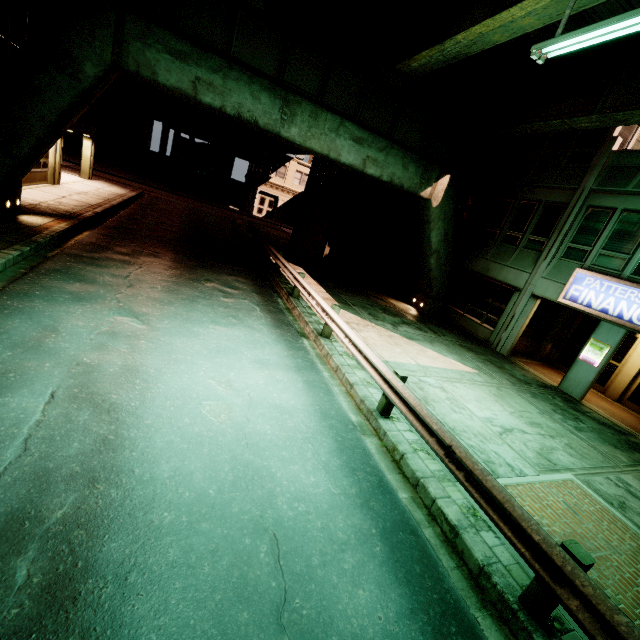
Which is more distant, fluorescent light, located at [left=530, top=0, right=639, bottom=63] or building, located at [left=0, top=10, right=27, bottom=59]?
building, located at [left=0, top=10, right=27, bottom=59]

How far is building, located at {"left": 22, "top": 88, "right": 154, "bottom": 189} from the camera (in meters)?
17.41

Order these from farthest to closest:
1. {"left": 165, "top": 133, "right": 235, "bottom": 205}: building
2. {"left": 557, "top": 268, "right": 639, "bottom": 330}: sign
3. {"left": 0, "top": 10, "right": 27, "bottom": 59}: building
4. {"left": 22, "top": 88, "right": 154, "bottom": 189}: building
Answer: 1. {"left": 165, "top": 133, "right": 235, "bottom": 205}: building
2. {"left": 22, "top": 88, "right": 154, "bottom": 189}: building
3. {"left": 0, "top": 10, "right": 27, "bottom": 59}: building
4. {"left": 557, "top": 268, "right": 639, "bottom": 330}: sign

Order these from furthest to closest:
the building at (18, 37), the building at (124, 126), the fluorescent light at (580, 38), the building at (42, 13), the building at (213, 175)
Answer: the building at (213, 175)
the building at (124, 126)
the building at (42, 13)
the building at (18, 37)
the fluorescent light at (580, 38)

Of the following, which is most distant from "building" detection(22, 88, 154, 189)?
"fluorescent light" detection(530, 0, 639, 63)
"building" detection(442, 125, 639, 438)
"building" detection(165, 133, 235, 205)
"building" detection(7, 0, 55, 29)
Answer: "fluorescent light" detection(530, 0, 639, 63)

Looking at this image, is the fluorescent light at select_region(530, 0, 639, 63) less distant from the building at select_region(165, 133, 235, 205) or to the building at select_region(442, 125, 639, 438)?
the building at select_region(442, 125, 639, 438)

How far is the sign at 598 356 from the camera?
11.6m

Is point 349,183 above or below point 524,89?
below
